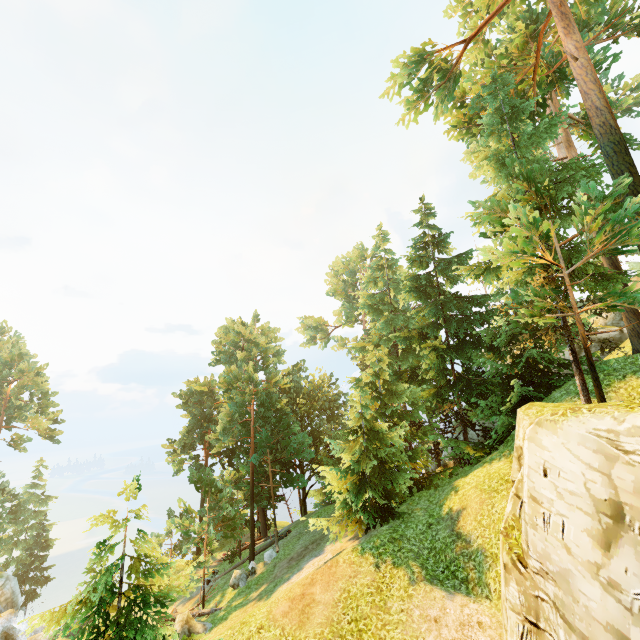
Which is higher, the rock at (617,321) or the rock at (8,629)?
the rock at (617,321)

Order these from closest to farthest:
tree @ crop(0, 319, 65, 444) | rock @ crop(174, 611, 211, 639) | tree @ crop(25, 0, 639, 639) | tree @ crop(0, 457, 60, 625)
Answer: tree @ crop(25, 0, 639, 639) < rock @ crop(174, 611, 211, 639) < tree @ crop(0, 319, 65, 444) < tree @ crop(0, 457, 60, 625)

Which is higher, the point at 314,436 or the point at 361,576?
the point at 314,436

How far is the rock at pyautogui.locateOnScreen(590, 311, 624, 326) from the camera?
23.8m

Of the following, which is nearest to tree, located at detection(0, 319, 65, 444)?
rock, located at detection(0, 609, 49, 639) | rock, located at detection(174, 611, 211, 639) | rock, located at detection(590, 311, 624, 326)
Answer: rock, located at detection(174, 611, 211, 639)

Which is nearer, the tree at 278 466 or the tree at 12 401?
the tree at 278 466

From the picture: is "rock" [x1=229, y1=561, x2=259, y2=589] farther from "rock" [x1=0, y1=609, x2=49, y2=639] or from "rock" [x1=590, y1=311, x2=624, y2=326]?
"rock" [x1=590, y1=311, x2=624, y2=326]

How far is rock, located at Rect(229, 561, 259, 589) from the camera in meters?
19.8
